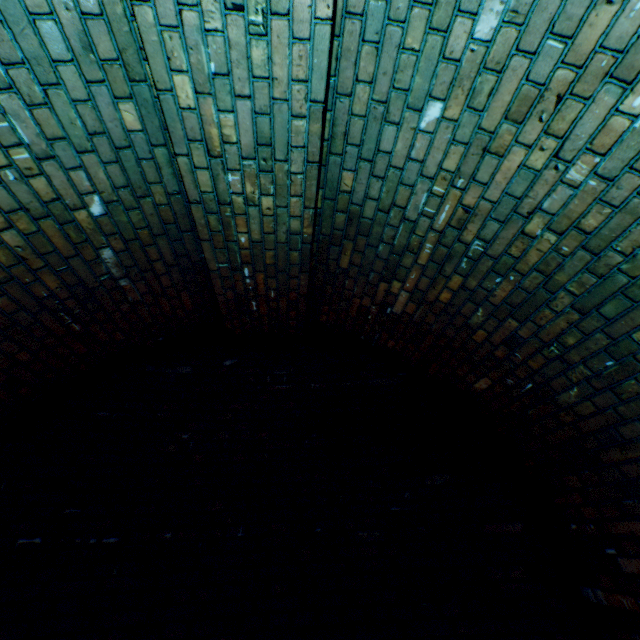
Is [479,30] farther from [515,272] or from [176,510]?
[176,510]
